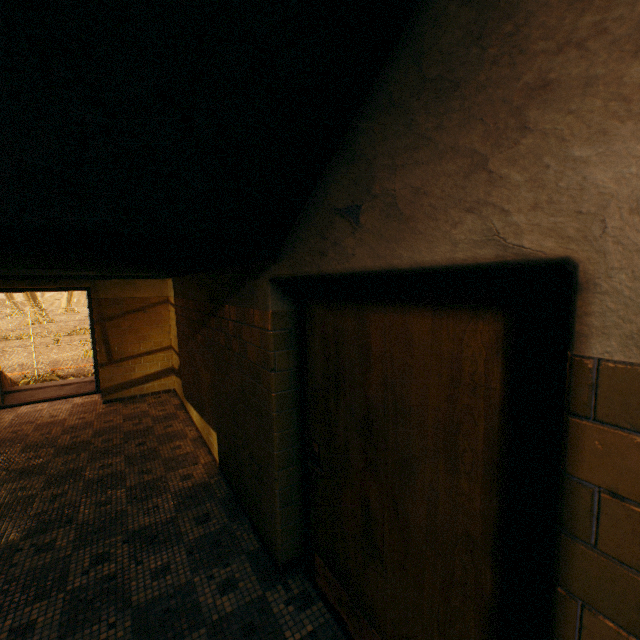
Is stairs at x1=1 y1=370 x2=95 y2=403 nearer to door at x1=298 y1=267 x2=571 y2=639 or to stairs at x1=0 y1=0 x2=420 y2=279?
stairs at x1=0 y1=0 x2=420 y2=279

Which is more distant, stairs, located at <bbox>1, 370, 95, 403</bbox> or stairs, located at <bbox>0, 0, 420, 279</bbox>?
stairs, located at <bbox>1, 370, 95, 403</bbox>

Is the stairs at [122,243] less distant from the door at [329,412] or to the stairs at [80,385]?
the door at [329,412]

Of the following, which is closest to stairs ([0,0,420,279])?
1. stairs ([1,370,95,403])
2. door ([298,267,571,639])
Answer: door ([298,267,571,639])

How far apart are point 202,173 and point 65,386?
8.4 meters

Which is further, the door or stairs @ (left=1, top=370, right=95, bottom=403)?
stairs @ (left=1, top=370, right=95, bottom=403)

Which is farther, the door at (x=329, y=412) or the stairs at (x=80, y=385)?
the stairs at (x=80, y=385)
